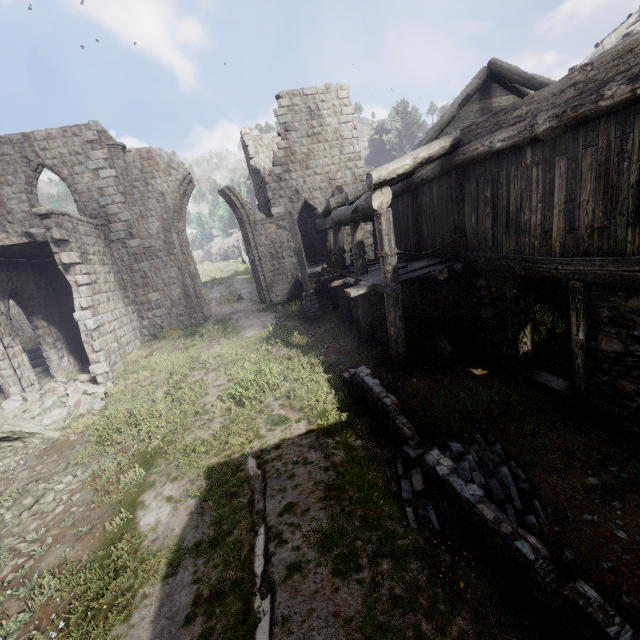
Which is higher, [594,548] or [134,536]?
[134,536]

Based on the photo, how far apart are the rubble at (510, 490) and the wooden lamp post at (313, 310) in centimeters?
872cm

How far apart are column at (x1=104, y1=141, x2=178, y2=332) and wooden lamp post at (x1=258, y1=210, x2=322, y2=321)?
6.7m

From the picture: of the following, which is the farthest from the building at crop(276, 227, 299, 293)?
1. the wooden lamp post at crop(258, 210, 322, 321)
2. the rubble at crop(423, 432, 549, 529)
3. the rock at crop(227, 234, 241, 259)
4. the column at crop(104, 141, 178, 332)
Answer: the rock at crop(227, 234, 241, 259)

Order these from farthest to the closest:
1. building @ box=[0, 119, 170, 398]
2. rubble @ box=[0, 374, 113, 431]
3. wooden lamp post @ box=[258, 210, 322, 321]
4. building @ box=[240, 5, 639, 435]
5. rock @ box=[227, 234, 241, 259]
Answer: rock @ box=[227, 234, 241, 259] < wooden lamp post @ box=[258, 210, 322, 321] < building @ box=[0, 119, 170, 398] < rubble @ box=[0, 374, 113, 431] < building @ box=[240, 5, 639, 435]

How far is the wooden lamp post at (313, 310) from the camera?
13.7 meters

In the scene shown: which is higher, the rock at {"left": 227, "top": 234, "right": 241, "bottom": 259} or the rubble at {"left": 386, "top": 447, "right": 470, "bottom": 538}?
the rock at {"left": 227, "top": 234, "right": 241, "bottom": 259}

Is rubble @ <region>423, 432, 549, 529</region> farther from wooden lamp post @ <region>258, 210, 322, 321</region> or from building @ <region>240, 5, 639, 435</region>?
wooden lamp post @ <region>258, 210, 322, 321</region>
